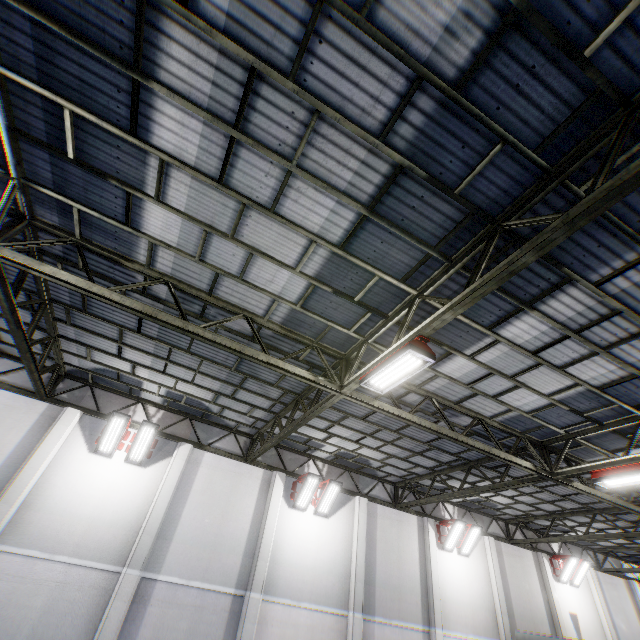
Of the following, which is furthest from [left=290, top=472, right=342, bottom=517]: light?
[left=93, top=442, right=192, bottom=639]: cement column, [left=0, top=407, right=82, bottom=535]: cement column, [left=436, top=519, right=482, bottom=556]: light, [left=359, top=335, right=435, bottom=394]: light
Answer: [left=0, top=407, right=82, bottom=535]: cement column

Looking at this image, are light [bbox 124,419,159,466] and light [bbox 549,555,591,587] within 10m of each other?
no

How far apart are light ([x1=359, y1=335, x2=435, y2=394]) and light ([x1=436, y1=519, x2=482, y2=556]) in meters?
12.3 m

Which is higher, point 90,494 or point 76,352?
point 76,352

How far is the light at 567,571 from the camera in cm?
1725

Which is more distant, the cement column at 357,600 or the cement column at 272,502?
the cement column at 357,600

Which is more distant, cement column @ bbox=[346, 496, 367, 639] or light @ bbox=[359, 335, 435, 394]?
cement column @ bbox=[346, 496, 367, 639]

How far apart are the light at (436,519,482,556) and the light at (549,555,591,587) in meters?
7.2
